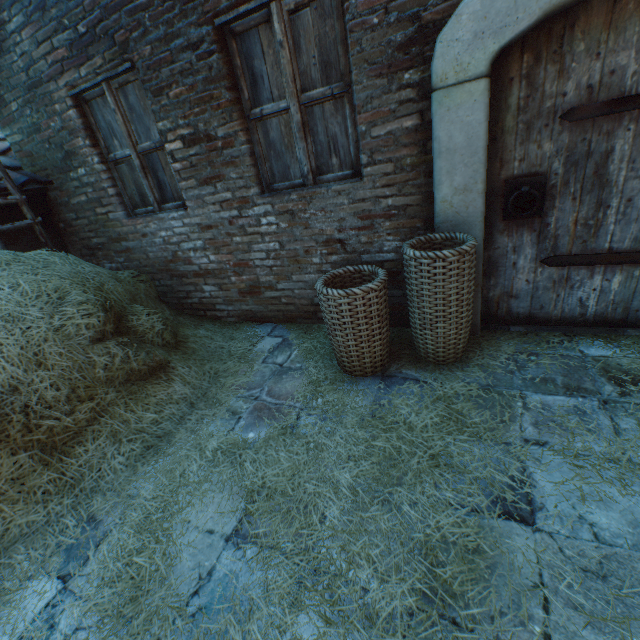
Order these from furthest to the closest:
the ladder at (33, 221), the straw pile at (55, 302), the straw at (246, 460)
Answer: the ladder at (33, 221) < the straw pile at (55, 302) < the straw at (246, 460)

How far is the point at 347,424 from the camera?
2.19m

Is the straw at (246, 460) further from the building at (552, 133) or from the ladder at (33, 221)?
the ladder at (33, 221)

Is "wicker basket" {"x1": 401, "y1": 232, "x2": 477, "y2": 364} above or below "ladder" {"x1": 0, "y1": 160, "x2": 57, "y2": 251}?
below

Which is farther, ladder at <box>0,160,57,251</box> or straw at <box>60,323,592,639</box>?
ladder at <box>0,160,57,251</box>

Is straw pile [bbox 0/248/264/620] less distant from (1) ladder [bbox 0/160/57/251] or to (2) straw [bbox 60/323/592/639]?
(2) straw [bbox 60/323/592/639]

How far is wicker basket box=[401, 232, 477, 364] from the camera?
2.1 meters

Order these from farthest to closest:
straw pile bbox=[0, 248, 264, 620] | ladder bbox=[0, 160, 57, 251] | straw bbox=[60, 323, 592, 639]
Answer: ladder bbox=[0, 160, 57, 251] → straw pile bbox=[0, 248, 264, 620] → straw bbox=[60, 323, 592, 639]
